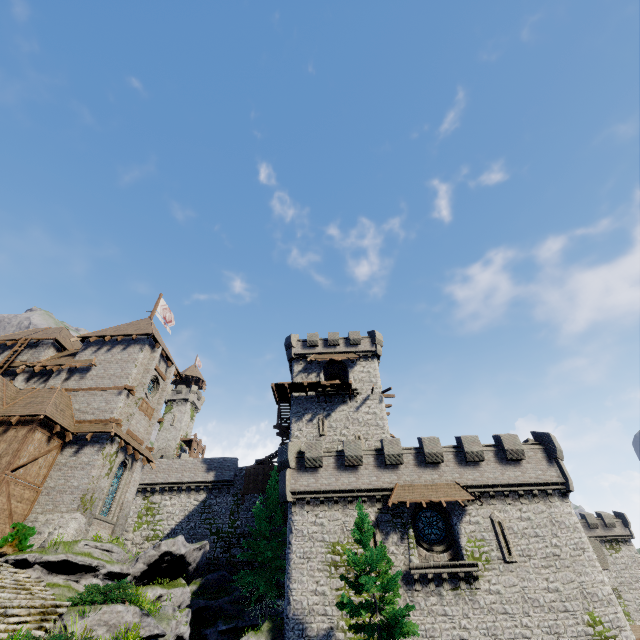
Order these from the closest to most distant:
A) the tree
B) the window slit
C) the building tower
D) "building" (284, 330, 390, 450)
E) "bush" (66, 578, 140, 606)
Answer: "bush" (66, 578, 140, 606) < the tree < the building tower < the window slit < "building" (284, 330, 390, 450)

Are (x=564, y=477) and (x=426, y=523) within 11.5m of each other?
yes

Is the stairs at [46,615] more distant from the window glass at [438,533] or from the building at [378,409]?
the window glass at [438,533]

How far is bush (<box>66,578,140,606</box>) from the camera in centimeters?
1183cm

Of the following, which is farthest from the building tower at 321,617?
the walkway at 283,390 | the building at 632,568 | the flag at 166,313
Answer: the flag at 166,313

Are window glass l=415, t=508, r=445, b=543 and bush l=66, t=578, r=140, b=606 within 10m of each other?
no

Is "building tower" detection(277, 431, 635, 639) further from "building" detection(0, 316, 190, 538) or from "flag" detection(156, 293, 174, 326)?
"flag" detection(156, 293, 174, 326)

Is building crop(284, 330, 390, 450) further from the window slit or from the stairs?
the stairs
